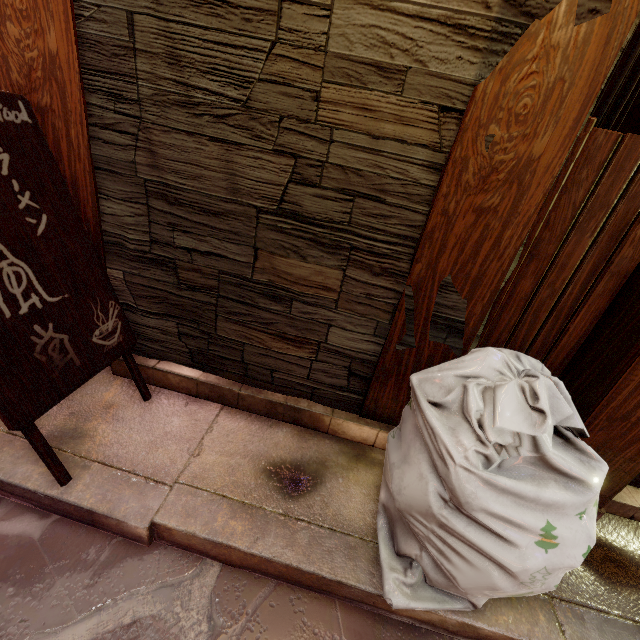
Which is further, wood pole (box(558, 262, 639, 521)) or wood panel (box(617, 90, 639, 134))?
wood panel (box(617, 90, 639, 134))

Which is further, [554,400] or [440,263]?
[440,263]

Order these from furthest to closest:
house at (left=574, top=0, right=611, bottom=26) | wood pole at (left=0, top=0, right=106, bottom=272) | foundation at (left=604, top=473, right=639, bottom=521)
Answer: foundation at (left=604, top=473, right=639, bottom=521) < wood pole at (left=0, top=0, right=106, bottom=272) < house at (left=574, top=0, right=611, bottom=26)

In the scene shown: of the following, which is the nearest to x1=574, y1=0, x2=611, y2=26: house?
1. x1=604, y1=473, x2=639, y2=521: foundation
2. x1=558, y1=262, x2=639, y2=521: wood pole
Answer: x1=558, y1=262, x2=639, y2=521: wood pole

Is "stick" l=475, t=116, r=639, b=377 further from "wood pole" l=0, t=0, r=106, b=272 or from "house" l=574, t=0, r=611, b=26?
"wood pole" l=0, t=0, r=106, b=272

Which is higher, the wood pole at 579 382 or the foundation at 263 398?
the wood pole at 579 382

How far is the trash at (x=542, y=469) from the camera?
2.0 meters

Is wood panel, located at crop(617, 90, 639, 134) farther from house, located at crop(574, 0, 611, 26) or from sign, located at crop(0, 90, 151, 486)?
sign, located at crop(0, 90, 151, 486)
